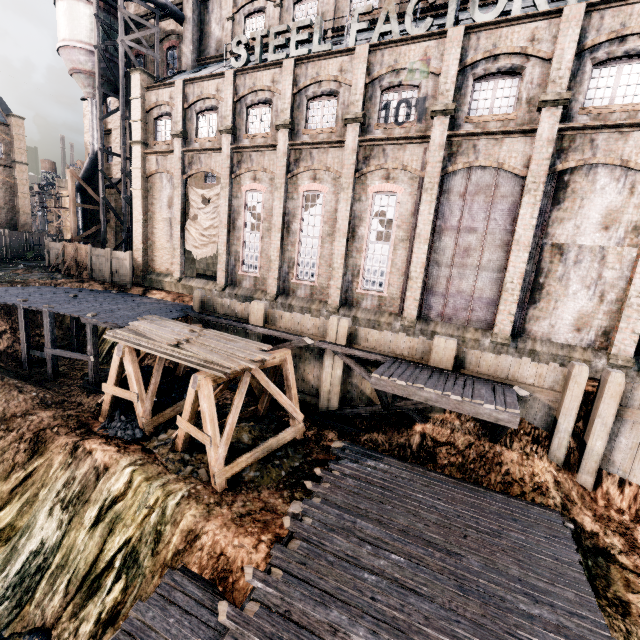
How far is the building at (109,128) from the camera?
31.4m

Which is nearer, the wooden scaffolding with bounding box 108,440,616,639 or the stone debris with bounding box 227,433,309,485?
the wooden scaffolding with bounding box 108,440,616,639

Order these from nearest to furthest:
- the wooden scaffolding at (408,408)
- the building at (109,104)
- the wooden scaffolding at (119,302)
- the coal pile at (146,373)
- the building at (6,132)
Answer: the wooden scaffolding at (408,408) → the wooden scaffolding at (119,302) → the coal pile at (146,373) → the building at (109,104) → the building at (6,132)

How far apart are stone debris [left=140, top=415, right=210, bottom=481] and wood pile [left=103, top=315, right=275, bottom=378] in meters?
3.5 m

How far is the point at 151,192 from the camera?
25.7 meters

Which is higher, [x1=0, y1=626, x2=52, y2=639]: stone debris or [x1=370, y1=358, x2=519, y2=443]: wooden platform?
[x1=370, y1=358, x2=519, y2=443]: wooden platform

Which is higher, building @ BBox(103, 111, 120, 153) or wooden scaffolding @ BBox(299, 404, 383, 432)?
building @ BBox(103, 111, 120, 153)
